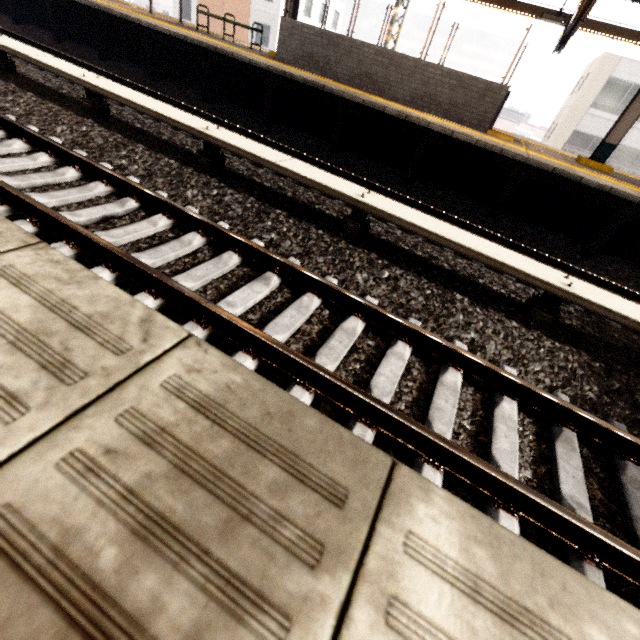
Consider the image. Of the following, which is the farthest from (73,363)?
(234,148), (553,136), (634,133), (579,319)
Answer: (634,133)

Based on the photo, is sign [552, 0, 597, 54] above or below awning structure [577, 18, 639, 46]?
below

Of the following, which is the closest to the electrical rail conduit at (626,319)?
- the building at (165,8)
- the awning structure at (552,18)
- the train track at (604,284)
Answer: the train track at (604,284)

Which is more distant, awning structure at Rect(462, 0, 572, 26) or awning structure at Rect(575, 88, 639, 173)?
awning structure at Rect(462, 0, 572, 26)

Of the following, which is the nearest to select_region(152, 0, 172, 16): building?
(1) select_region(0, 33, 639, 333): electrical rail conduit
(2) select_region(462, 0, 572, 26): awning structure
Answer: (2) select_region(462, 0, 572, 26): awning structure

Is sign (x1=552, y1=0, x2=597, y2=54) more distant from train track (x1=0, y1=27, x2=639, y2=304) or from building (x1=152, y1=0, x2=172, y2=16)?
building (x1=152, y1=0, x2=172, y2=16)

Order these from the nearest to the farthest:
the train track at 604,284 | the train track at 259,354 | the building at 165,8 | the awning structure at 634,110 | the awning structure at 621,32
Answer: the train track at 259,354 < the train track at 604,284 < the awning structure at 634,110 < the awning structure at 621,32 < the building at 165,8

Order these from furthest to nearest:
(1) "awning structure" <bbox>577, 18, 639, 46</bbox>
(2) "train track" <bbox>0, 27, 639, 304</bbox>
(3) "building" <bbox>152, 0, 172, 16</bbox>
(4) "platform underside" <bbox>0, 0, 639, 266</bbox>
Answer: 1. (3) "building" <bbox>152, 0, 172, 16</bbox>
2. (1) "awning structure" <bbox>577, 18, 639, 46</bbox>
3. (4) "platform underside" <bbox>0, 0, 639, 266</bbox>
4. (2) "train track" <bbox>0, 27, 639, 304</bbox>
